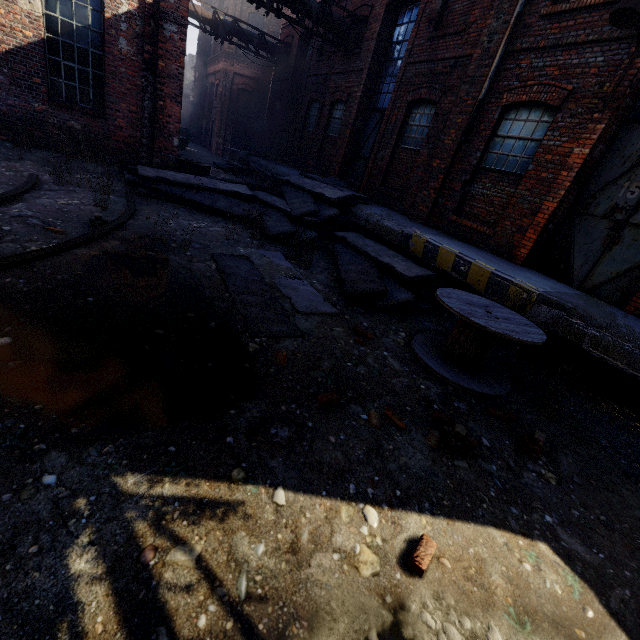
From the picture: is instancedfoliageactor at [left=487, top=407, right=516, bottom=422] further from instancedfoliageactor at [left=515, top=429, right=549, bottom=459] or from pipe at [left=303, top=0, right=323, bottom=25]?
pipe at [left=303, top=0, right=323, bottom=25]

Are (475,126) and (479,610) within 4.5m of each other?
no

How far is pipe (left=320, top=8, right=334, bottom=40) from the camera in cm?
1119

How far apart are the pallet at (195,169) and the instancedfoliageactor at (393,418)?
10.8m

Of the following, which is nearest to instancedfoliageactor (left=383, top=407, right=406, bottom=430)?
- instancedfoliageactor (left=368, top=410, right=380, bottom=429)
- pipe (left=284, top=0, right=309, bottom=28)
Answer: instancedfoliageactor (left=368, top=410, right=380, bottom=429)

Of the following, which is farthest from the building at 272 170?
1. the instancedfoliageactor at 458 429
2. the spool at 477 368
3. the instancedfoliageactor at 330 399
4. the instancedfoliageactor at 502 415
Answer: the instancedfoliageactor at 330 399

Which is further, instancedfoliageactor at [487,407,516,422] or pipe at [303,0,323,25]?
pipe at [303,0,323,25]

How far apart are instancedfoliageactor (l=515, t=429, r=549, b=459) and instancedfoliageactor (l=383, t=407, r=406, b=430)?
1.46m
